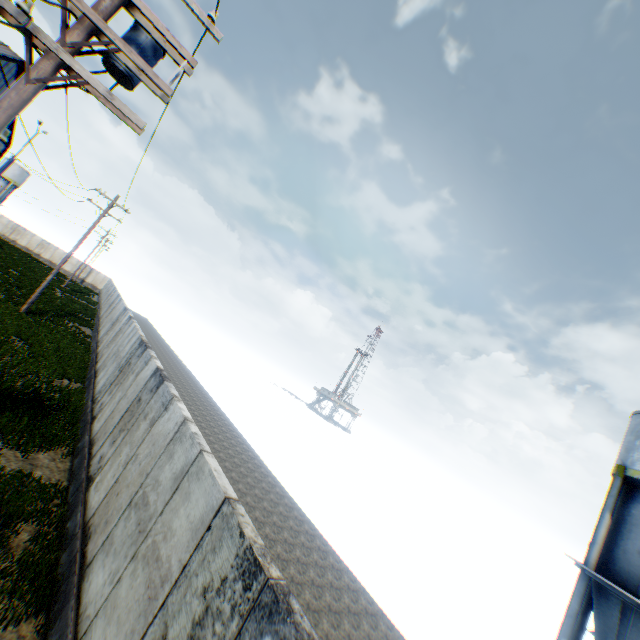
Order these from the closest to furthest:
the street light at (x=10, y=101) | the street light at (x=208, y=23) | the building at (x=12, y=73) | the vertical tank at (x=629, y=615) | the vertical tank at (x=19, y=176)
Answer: the street light at (x=10, y=101), the street light at (x=208, y=23), the vertical tank at (x=629, y=615), the building at (x=12, y=73), the vertical tank at (x=19, y=176)

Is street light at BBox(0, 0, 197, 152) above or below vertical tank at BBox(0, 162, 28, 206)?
below

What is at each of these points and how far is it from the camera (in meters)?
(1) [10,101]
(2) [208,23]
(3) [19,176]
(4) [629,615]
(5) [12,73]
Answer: (1) street light, 3.93
(2) street light, 4.95
(3) vertical tank, 58.97
(4) vertical tank, 12.37
(5) building, 29.88

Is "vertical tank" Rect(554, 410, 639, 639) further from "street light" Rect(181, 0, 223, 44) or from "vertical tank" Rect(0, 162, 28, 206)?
"vertical tank" Rect(0, 162, 28, 206)

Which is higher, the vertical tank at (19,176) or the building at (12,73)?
the building at (12,73)

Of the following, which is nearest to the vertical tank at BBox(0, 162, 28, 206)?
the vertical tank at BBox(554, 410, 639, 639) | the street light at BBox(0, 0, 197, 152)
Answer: the street light at BBox(0, 0, 197, 152)

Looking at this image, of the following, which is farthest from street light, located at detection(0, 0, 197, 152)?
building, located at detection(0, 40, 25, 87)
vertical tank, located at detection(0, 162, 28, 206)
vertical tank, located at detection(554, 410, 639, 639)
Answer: vertical tank, located at detection(0, 162, 28, 206)

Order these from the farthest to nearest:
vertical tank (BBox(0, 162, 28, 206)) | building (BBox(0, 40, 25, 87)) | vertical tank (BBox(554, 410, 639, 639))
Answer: vertical tank (BBox(0, 162, 28, 206))
building (BBox(0, 40, 25, 87))
vertical tank (BBox(554, 410, 639, 639))
